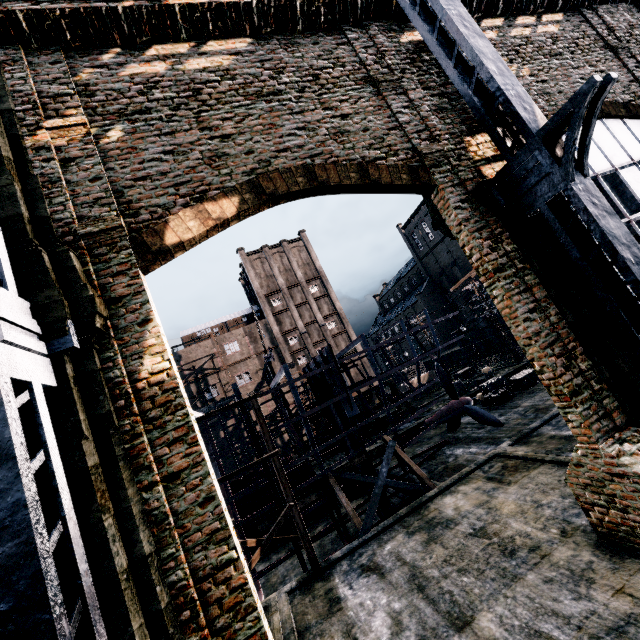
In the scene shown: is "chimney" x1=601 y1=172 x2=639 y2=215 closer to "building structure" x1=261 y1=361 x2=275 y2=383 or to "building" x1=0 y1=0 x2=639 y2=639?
"building" x1=0 y1=0 x2=639 y2=639

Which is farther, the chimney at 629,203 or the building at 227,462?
the building at 227,462

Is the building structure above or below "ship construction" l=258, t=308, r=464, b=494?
above

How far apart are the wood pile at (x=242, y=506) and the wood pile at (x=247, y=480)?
0.3m

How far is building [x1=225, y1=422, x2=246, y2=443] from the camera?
55.09m

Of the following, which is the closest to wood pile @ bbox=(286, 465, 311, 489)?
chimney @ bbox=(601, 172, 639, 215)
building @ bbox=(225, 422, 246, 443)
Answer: chimney @ bbox=(601, 172, 639, 215)

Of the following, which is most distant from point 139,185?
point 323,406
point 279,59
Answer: point 323,406

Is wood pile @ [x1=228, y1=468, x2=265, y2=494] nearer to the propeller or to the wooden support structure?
the wooden support structure
